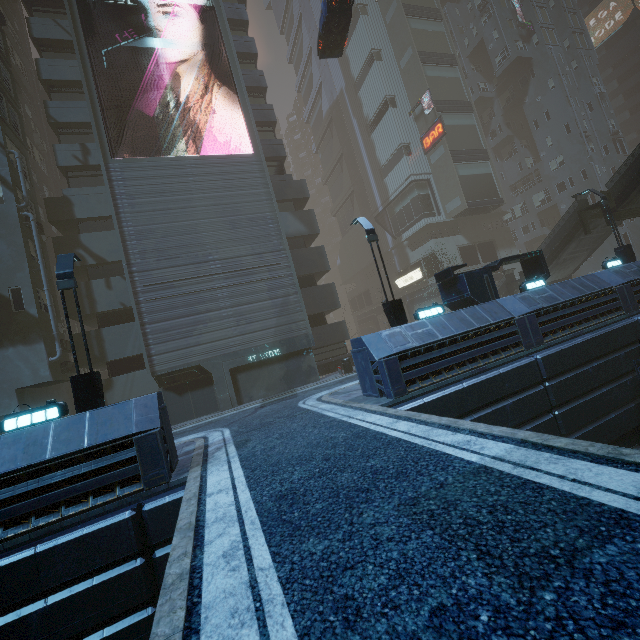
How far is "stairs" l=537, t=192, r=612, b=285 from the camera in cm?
2062

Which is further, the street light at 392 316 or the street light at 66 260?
the street light at 392 316

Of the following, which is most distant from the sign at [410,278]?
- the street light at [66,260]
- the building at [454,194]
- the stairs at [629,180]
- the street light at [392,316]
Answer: the street light at [66,260]

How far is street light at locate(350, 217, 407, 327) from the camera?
12.5 meters

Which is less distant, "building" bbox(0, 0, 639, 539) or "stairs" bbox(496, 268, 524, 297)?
"building" bbox(0, 0, 639, 539)

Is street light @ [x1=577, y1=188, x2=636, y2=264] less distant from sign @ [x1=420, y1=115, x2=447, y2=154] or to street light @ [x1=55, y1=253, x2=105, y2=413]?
sign @ [x1=420, y1=115, x2=447, y2=154]

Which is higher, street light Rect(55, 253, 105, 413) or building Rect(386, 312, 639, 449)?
street light Rect(55, 253, 105, 413)

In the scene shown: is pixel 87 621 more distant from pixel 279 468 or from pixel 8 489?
pixel 279 468
